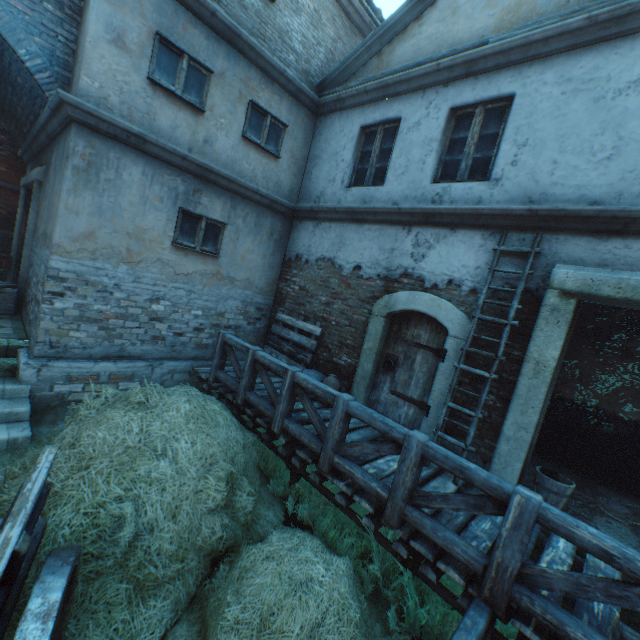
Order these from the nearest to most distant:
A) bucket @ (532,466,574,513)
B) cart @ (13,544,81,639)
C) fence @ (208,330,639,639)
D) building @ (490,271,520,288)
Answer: cart @ (13,544,81,639) < fence @ (208,330,639,639) < bucket @ (532,466,574,513) < building @ (490,271,520,288)

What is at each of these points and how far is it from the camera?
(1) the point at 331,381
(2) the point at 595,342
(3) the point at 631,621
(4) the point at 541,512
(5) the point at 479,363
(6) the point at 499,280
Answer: (1) burlap sack, 6.3 meters
(2) building, 5.9 meters
(3) building, 3.4 meters
(4) fence, 2.5 meters
(5) building, 4.9 meters
(6) building, 4.8 meters

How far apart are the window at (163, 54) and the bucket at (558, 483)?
8.0 meters

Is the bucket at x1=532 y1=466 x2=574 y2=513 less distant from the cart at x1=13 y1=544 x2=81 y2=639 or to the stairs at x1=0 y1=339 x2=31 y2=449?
the cart at x1=13 y1=544 x2=81 y2=639

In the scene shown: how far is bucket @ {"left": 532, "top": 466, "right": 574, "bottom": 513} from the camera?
4.11m

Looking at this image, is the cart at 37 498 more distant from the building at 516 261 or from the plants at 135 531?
the building at 516 261

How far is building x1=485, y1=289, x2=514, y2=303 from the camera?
4.7m

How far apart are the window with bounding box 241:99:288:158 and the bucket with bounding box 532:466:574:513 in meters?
7.5
